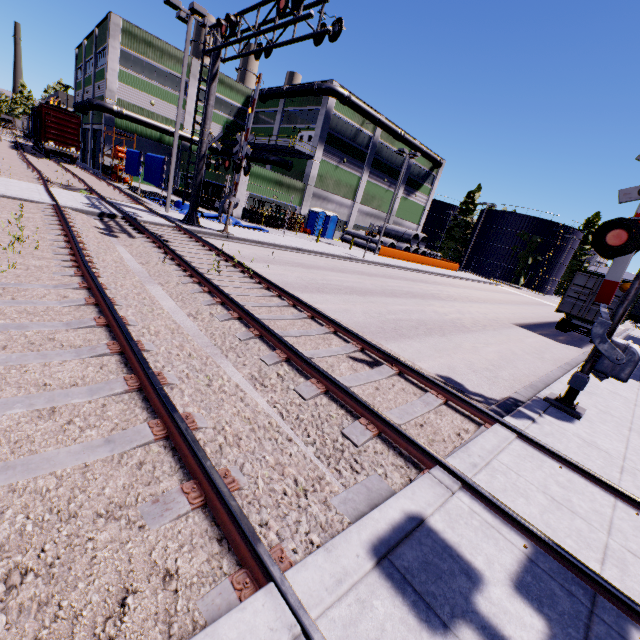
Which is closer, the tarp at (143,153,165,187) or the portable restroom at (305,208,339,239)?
the tarp at (143,153,165,187)

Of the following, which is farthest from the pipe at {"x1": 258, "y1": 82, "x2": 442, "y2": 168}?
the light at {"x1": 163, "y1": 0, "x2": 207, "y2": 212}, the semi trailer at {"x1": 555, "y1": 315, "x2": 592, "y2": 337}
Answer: the semi trailer at {"x1": 555, "y1": 315, "x2": 592, "y2": 337}

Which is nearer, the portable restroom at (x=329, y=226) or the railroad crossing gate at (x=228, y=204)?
the railroad crossing gate at (x=228, y=204)

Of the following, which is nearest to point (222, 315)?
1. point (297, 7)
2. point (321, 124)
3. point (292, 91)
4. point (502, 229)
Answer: point (297, 7)

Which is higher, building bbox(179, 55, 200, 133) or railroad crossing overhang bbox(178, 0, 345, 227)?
A: building bbox(179, 55, 200, 133)

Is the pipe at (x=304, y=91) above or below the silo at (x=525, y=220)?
above

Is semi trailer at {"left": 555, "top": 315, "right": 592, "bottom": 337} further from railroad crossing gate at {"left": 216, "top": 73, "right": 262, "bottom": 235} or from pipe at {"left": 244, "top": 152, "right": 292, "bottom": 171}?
railroad crossing gate at {"left": 216, "top": 73, "right": 262, "bottom": 235}

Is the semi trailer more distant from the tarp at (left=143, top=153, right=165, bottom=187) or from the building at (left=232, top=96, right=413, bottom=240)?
the tarp at (left=143, top=153, right=165, bottom=187)
